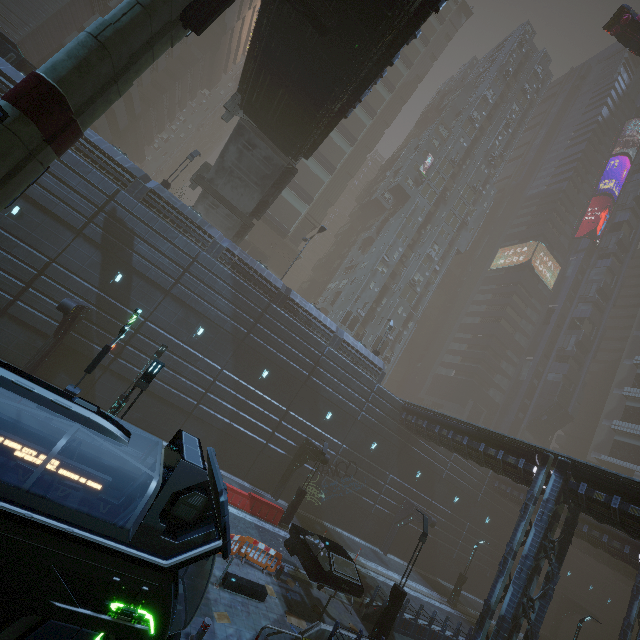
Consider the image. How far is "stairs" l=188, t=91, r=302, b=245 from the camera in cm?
2258

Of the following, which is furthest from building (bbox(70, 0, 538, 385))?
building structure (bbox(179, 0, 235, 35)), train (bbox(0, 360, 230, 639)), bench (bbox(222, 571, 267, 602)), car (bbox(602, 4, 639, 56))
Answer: building structure (bbox(179, 0, 235, 35))

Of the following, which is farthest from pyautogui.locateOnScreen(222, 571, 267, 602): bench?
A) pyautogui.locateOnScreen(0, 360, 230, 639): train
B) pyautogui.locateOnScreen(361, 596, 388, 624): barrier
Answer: pyautogui.locateOnScreen(361, 596, 388, 624): barrier

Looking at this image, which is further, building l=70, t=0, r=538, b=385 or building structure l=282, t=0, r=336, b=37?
Result: building l=70, t=0, r=538, b=385

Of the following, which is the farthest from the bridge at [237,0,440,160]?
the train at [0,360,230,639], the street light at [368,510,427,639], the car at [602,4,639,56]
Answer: the car at [602,4,639,56]

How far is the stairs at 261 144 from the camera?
22.6m

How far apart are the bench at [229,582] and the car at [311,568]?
1.90m

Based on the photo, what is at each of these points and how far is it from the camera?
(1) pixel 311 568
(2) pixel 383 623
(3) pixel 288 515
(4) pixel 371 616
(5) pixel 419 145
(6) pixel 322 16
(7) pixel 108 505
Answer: (1) car, 13.44m
(2) street light, 13.80m
(3) street light, 19.91m
(4) barrier, 15.45m
(5) building, 51.75m
(6) building structure, 12.45m
(7) train, 6.96m
